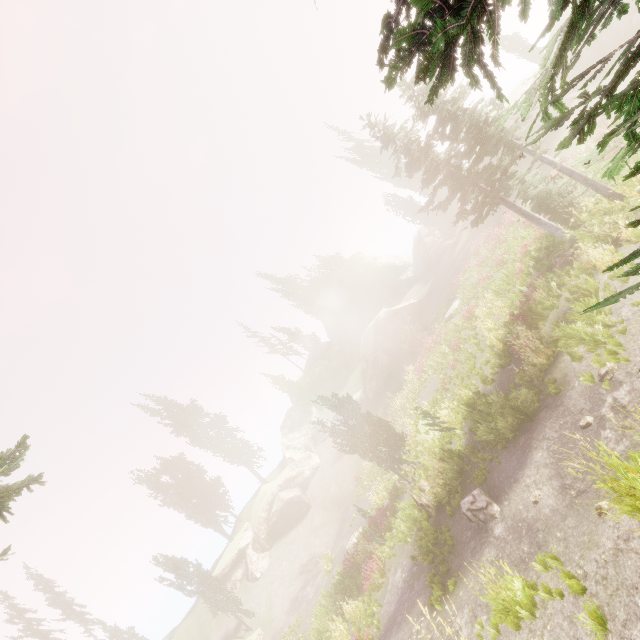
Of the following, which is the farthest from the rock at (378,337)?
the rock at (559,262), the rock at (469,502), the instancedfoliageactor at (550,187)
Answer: the rock at (469,502)

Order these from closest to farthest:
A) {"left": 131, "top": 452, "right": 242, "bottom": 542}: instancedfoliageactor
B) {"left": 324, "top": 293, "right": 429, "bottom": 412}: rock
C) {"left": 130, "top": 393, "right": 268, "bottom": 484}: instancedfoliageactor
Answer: {"left": 324, "top": 293, "right": 429, "bottom": 412}: rock < {"left": 131, "top": 452, "right": 242, "bottom": 542}: instancedfoliageactor < {"left": 130, "top": 393, "right": 268, "bottom": 484}: instancedfoliageactor

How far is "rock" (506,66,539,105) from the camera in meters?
33.8

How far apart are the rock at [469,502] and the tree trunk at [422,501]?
2.6 meters

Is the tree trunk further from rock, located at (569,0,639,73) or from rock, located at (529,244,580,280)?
rock, located at (569,0,639,73)

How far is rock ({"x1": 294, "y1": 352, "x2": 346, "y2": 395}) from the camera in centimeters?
5084cm

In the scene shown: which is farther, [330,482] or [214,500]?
[214,500]

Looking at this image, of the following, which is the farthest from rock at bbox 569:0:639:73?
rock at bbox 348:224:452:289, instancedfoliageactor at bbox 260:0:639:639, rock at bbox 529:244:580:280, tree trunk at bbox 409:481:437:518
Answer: tree trunk at bbox 409:481:437:518
